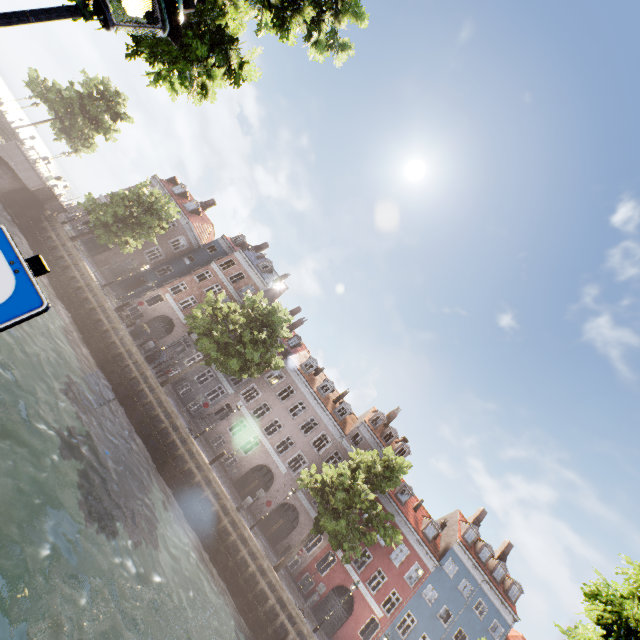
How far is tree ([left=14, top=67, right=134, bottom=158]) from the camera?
27.7 meters

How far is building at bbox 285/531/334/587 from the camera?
27.2m

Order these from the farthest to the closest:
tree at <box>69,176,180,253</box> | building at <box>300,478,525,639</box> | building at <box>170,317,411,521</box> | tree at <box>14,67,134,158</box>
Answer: building at <box>170,317,411,521</box> → tree at <box>14,67,134,158</box> → building at <box>300,478,525,639</box> → tree at <box>69,176,180,253</box>

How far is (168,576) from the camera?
12.5 meters

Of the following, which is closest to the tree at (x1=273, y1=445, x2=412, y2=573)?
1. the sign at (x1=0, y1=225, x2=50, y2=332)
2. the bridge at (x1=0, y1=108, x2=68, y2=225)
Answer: the bridge at (x1=0, y1=108, x2=68, y2=225)

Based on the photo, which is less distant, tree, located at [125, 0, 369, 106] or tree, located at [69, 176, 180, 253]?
tree, located at [125, 0, 369, 106]

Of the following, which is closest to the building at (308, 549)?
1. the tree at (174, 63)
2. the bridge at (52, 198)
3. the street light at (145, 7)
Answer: the tree at (174, 63)

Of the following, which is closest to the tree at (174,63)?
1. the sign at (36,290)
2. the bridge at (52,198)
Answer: the bridge at (52,198)
